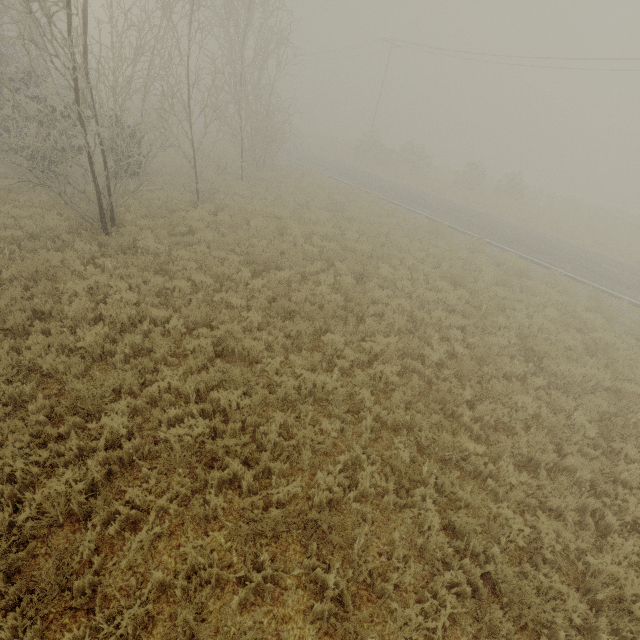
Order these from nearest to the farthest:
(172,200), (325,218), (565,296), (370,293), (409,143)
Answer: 1. (370,293)
2. (565,296)
3. (172,200)
4. (325,218)
5. (409,143)
